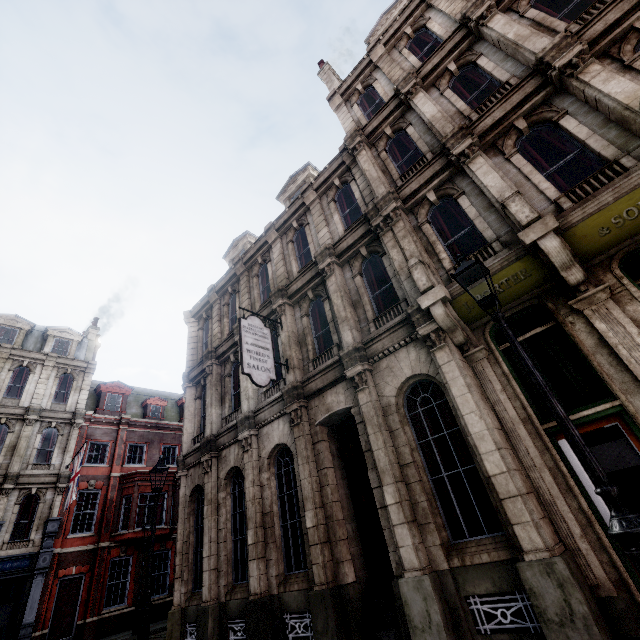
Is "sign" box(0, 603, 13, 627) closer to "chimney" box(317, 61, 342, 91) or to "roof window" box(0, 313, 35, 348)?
"roof window" box(0, 313, 35, 348)

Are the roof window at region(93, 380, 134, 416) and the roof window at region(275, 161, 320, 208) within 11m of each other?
no

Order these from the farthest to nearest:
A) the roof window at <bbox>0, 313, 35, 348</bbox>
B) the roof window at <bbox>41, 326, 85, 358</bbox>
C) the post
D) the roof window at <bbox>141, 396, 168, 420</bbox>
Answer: the roof window at <bbox>141, 396, 168, 420</bbox>
the roof window at <bbox>41, 326, 85, 358</bbox>
the roof window at <bbox>0, 313, 35, 348</bbox>
the post

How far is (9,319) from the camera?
23.39m

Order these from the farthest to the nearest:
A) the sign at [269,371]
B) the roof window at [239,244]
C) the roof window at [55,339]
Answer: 1. the roof window at [55,339]
2. the roof window at [239,244]
3. the sign at [269,371]

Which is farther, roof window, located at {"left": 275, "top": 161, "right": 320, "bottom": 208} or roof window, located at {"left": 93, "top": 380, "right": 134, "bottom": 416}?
roof window, located at {"left": 93, "top": 380, "right": 134, "bottom": 416}

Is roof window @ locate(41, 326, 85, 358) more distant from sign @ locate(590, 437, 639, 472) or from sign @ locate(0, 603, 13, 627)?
sign @ locate(590, 437, 639, 472)

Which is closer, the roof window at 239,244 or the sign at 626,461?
the sign at 626,461
